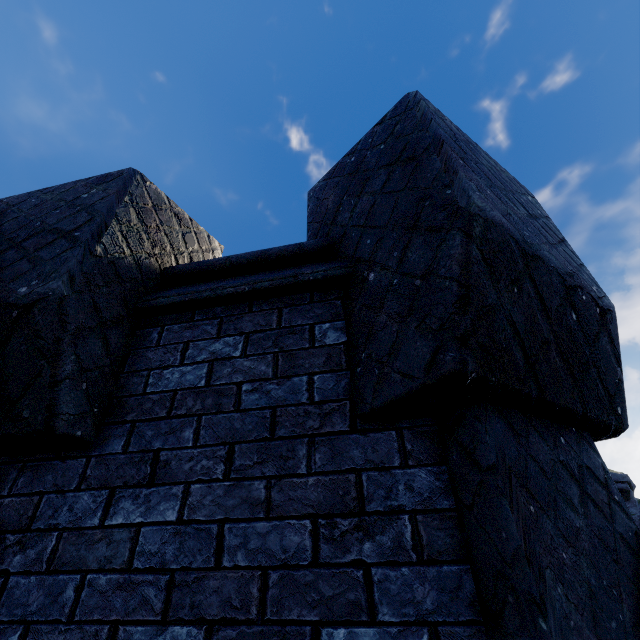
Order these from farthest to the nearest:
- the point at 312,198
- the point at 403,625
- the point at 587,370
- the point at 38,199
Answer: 1. the point at 312,198
2. the point at 38,199
3. the point at 587,370
4. the point at 403,625
